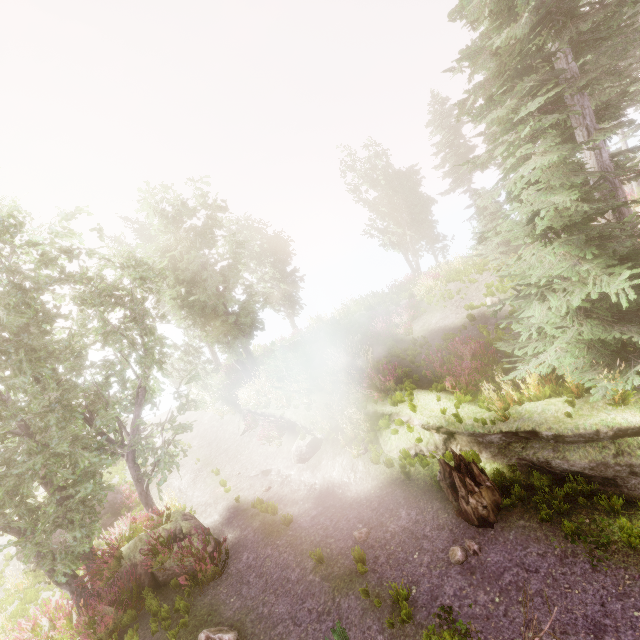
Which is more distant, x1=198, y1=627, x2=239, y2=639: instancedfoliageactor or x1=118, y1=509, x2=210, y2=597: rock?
x1=118, y1=509, x2=210, y2=597: rock

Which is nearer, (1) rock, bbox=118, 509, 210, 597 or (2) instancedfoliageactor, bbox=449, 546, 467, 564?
(2) instancedfoliageactor, bbox=449, 546, 467, 564

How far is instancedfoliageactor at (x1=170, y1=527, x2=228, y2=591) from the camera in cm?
881

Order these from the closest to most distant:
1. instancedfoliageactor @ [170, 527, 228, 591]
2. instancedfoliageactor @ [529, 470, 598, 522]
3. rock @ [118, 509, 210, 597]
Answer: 1. instancedfoliageactor @ [529, 470, 598, 522]
2. instancedfoliageactor @ [170, 527, 228, 591]
3. rock @ [118, 509, 210, 597]

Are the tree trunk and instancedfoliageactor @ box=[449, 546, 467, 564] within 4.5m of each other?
yes

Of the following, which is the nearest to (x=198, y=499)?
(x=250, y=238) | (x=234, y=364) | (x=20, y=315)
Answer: (x=20, y=315)

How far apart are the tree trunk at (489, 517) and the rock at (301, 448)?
5.5m

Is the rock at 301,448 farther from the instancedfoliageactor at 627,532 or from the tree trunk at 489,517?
the tree trunk at 489,517
